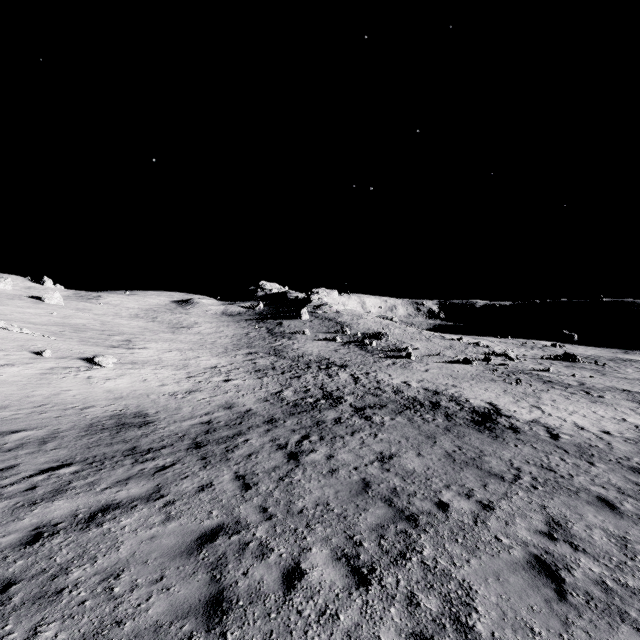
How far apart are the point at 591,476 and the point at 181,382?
23.64m
